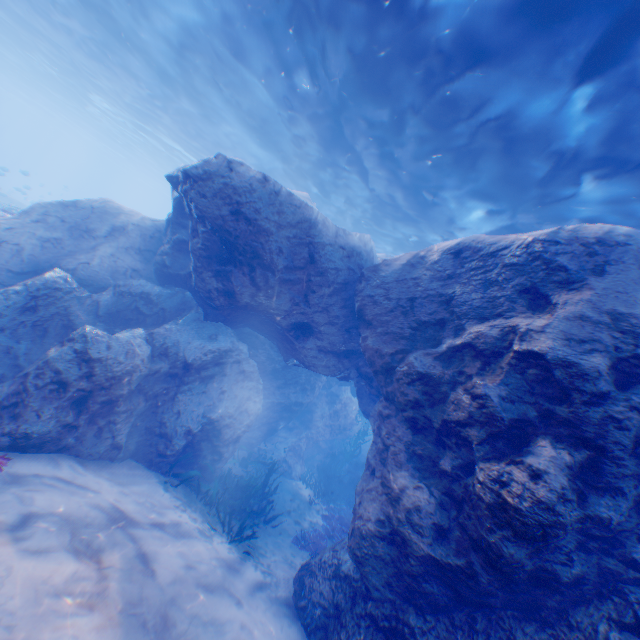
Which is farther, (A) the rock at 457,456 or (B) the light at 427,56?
(B) the light at 427,56

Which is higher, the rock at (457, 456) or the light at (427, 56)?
the light at (427, 56)

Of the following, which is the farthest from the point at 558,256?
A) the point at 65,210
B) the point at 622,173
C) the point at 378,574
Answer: the point at 65,210

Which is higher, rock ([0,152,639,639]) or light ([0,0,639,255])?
light ([0,0,639,255])

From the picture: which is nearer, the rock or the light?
the rock
